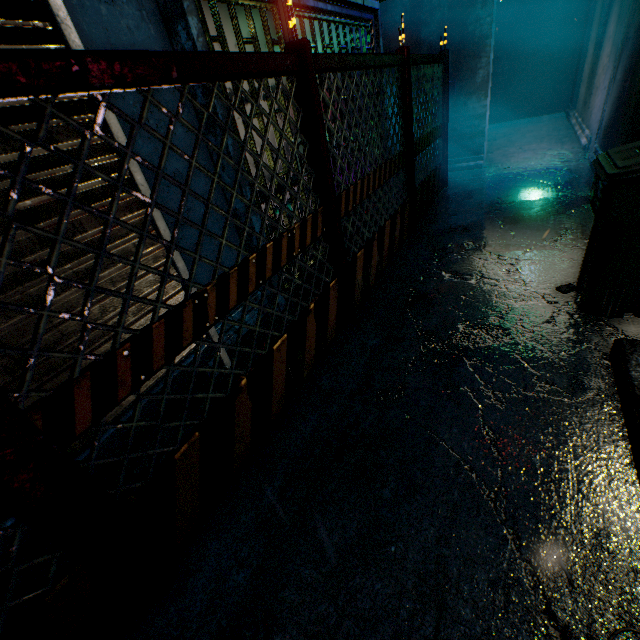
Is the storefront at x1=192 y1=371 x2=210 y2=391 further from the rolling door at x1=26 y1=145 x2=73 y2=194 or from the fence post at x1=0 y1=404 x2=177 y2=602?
the fence post at x1=0 y1=404 x2=177 y2=602

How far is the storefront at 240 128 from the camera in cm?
240

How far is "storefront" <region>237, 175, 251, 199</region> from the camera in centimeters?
247cm

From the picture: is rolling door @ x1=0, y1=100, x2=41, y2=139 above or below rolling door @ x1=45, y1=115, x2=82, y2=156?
above

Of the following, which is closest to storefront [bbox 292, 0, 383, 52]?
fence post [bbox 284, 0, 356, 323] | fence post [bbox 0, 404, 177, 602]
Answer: fence post [bbox 284, 0, 356, 323]

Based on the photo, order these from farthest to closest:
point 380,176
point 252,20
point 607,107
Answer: point 607,107, point 380,176, point 252,20

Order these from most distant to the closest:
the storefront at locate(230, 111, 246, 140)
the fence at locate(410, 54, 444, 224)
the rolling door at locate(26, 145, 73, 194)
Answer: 1. the fence at locate(410, 54, 444, 224)
2. the storefront at locate(230, 111, 246, 140)
3. the rolling door at locate(26, 145, 73, 194)

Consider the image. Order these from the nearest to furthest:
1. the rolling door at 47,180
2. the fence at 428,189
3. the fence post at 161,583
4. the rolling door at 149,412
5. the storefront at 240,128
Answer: the fence post at 161,583 → the rolling door at 47,180 → the rolling door at 149,412 → the storefront at 240,128 → the fence at 428,189
